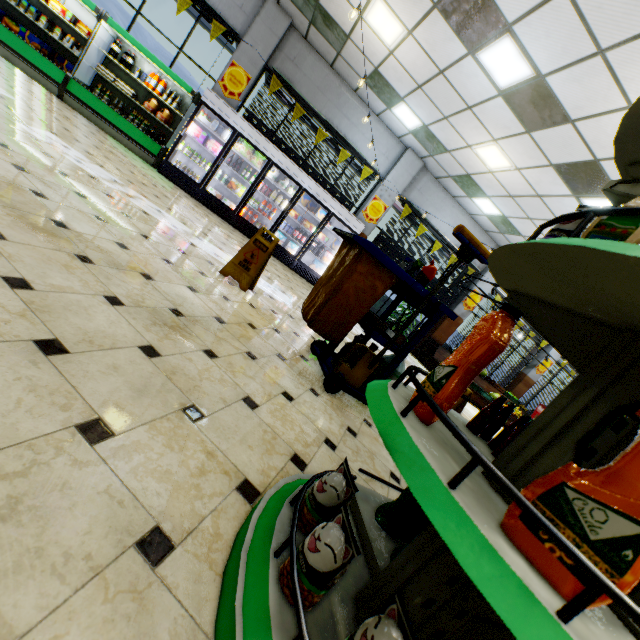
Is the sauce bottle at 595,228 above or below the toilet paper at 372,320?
above

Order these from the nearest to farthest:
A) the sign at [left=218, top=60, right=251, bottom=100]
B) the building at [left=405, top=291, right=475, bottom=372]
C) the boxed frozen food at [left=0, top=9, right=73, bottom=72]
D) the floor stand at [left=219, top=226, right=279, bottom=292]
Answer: the floor stand at [left=219, top=226, right=279, bottom=292] → the boxed frozen food at [left=0, top=9, right=73, bottom=72] → the sign at [left=218, top=60, right=251, bottom=100] → the building at [left=405, top=291, right=475, bottom=372]

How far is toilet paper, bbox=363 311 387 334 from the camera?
2.9 meters

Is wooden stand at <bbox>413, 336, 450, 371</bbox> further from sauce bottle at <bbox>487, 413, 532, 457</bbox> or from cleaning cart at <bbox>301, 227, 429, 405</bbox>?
sauce bottle at <bbox>487, 413, 532, 457</bbox>

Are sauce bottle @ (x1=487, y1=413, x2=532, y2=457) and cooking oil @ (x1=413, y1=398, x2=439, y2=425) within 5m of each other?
yes

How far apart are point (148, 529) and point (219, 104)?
9.0m

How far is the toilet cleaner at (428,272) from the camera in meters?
2.8

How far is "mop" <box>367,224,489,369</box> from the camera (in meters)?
2.63
